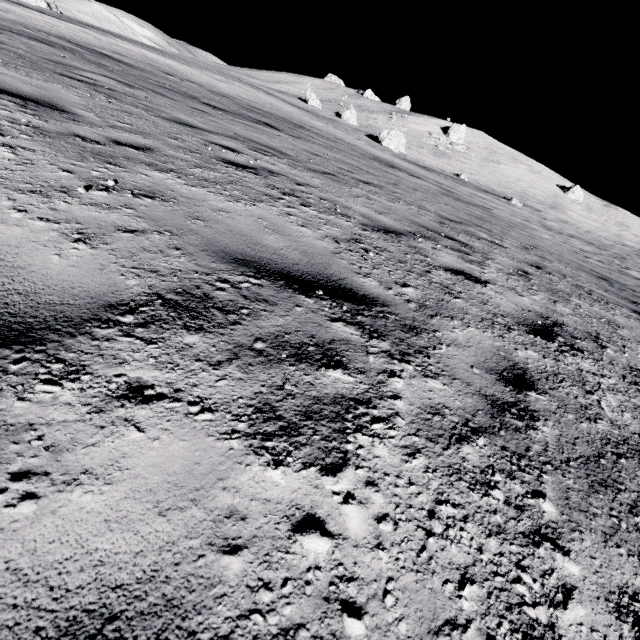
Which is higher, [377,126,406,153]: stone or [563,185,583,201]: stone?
[563,185,583,201]: stone

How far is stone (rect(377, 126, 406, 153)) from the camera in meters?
37.0 m

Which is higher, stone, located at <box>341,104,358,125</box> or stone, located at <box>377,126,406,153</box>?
stone, located at <box>341,104,358,125</box>

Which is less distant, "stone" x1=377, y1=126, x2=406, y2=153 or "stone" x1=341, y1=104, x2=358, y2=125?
"stone" x1=377, y1=126, x2=406, y2=153

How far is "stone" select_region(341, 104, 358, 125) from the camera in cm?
4647

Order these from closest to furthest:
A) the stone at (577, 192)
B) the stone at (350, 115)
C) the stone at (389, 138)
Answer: the stone at (389, 138) → the stone at (350, 115) → the stone at (577, 192)

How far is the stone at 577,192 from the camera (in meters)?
58.33

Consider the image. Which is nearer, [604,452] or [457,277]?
[604,452]
